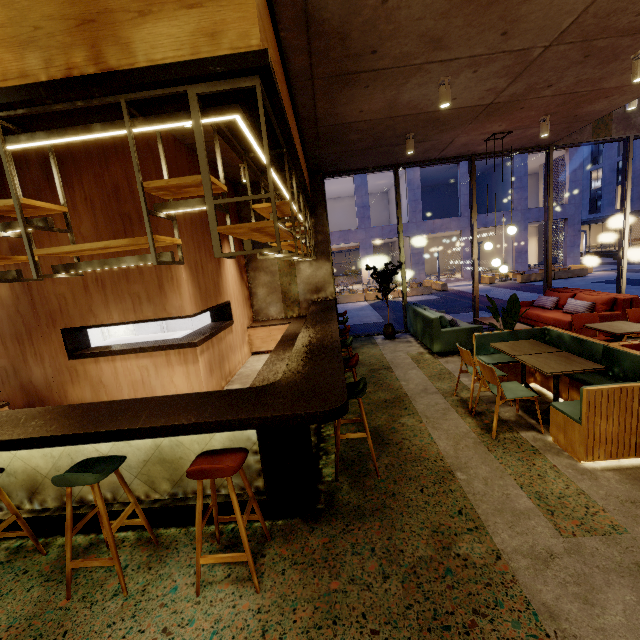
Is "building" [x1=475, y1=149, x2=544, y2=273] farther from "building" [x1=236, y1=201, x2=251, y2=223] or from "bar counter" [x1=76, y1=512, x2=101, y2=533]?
"bar counter" [x1=76, y1=512, x2=101, y2=533]

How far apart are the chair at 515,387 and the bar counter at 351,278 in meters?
28.0

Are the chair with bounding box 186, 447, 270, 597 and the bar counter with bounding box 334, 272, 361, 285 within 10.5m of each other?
no

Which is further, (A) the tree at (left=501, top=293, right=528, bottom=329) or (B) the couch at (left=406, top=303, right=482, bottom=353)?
(B) the couch at (left=406, top=303, right=482, bottom=353)

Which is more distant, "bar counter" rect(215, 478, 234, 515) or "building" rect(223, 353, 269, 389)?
"building" rect(223, 353, 269, 389)

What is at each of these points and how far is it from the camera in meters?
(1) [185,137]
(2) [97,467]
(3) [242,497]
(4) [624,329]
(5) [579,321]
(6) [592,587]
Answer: (1) building, 5.5
(2) chair, 2.4
(3) bar counter, 2.9
(4) table, 4.8
(5) chair, 5.7
(6) building, 2.1

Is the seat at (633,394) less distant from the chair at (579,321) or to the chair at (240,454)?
the chair at (579,321)
